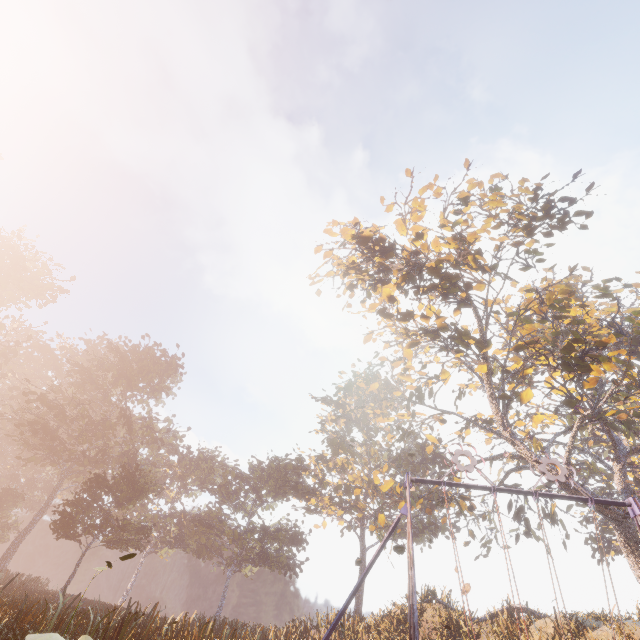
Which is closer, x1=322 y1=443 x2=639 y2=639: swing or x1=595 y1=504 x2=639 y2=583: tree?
x1=322 y1=443 x2=639 y2=639: swing

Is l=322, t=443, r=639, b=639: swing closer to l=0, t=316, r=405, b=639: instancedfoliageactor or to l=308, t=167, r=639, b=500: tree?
l=308, t=167, r=639, b=500: tree

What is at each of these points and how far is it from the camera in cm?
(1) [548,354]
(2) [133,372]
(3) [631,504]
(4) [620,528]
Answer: (1) tree, 2639
(2) instancedfoliageactor, 4059
(3) swing, 877
(4) tree, 1898

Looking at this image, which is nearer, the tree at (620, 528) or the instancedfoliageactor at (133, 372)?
the instancedfoliageactor at (133, 372)

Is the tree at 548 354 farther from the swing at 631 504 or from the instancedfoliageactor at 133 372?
the instancedfoliageactor at 133 372

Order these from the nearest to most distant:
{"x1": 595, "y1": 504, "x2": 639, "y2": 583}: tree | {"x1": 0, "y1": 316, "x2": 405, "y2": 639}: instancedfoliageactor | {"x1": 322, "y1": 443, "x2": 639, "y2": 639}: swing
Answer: {"x1": 322, "y1": 443, "x2": 639, "y2": 639}: swing → {"x1": 0, "y1": 316, "x2": 405, "y2": 639}: instancedfoliageactor → {"x1": 595, "y1": 504, "x2": 639, "y2": 583}: tree

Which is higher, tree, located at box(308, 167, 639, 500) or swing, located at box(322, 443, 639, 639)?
tree, located at box(308, 167, 639, 500)
